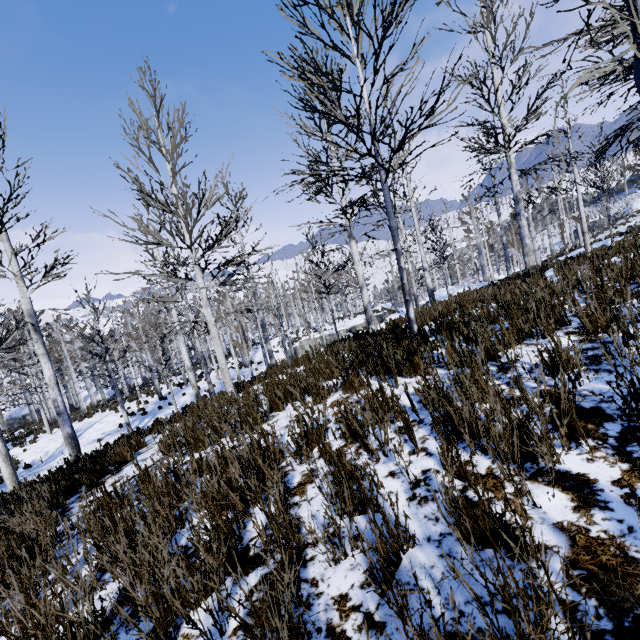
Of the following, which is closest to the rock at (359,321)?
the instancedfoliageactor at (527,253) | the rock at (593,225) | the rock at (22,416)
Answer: the instancedfoliageactor at (527,253)

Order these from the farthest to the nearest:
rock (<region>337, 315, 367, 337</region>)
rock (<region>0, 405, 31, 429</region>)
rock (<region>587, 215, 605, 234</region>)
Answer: rock (<region>587, 215, 605, 234</region>), rock (<region>0, 405, 31, 429</region>), rock (<region>337, 315, 367, 337</region>)

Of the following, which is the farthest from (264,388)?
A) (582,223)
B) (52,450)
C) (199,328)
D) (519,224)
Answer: (199,328)

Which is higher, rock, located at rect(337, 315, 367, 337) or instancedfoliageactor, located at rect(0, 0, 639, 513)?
instancedfoliageactor, located at rect(0, 0, 639, 513)

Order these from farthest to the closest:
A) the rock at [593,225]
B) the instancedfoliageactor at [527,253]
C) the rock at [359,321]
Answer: the rock at [593,225] < the rock at [359,321] < the instancedfoliageactor at [527,253]

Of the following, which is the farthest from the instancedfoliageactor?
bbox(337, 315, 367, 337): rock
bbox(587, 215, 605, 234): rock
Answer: bbox(587, 215, 605, 234): rock

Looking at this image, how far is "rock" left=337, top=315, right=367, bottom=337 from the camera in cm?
3134

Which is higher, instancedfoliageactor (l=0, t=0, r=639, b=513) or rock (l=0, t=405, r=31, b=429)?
instancedfoliageactor (l=0, t=0, r=639, b=513)
